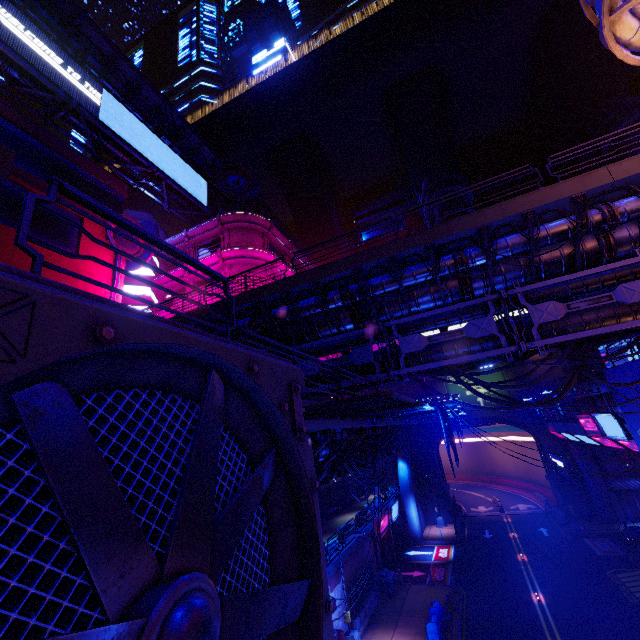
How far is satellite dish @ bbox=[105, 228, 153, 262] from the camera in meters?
25.9 m

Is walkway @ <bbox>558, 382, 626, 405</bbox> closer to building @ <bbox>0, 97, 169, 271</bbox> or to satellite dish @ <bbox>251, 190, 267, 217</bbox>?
building @ <bbox>0, 97, 169, 271</bbox>

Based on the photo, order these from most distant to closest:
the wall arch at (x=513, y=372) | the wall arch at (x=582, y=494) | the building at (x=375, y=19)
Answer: the building at (x=375, y=19), the wall arch at (x=513, y=372), the wall arch at (x=582, y=494)

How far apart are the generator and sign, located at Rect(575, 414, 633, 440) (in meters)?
18.59

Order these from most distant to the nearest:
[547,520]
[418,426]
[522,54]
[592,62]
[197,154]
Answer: [522,54]
[592,62]
[197,154]
[547,520]
[418,426]

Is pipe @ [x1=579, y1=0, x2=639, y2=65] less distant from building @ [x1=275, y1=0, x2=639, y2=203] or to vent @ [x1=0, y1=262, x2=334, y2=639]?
building @ [x1=275, y1=0, x2=639, y2=203]

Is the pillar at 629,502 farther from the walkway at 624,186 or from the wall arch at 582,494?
the walkway at 624,186

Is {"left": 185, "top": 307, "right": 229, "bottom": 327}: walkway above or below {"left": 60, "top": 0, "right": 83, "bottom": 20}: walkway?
below
